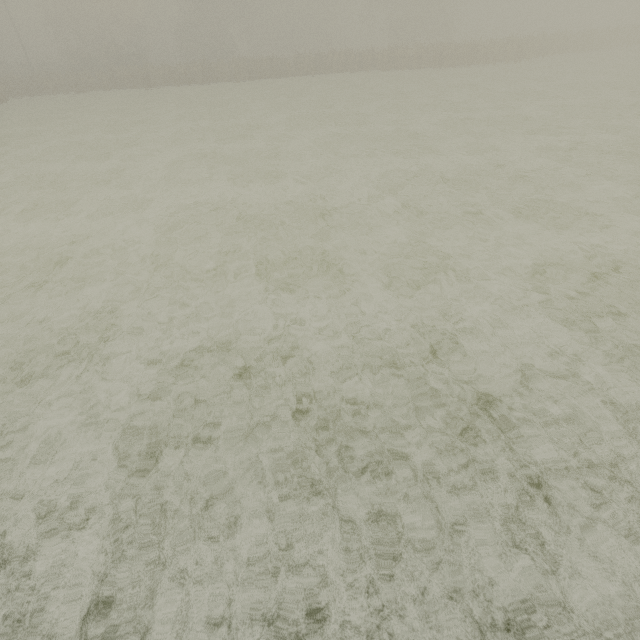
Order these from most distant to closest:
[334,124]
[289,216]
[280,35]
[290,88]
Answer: [280,35] < [290,88] < [334,124] < [289,216]
